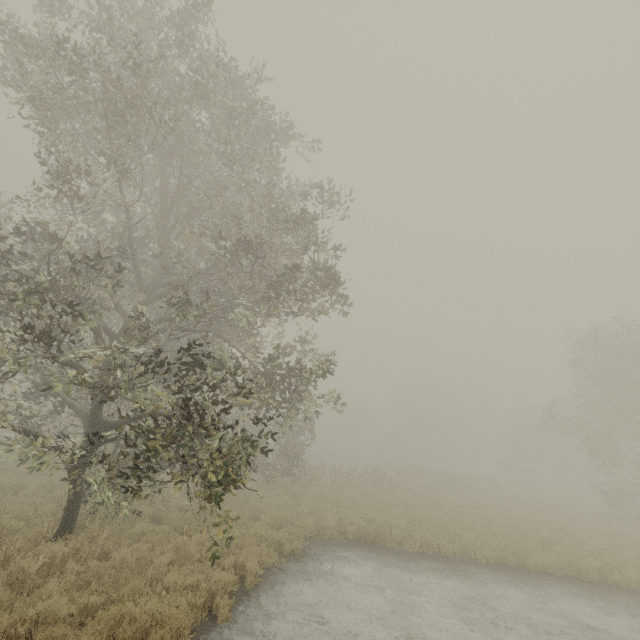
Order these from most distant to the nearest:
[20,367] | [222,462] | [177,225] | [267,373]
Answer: [177,225], [267,373], [20,367], [222,462]
